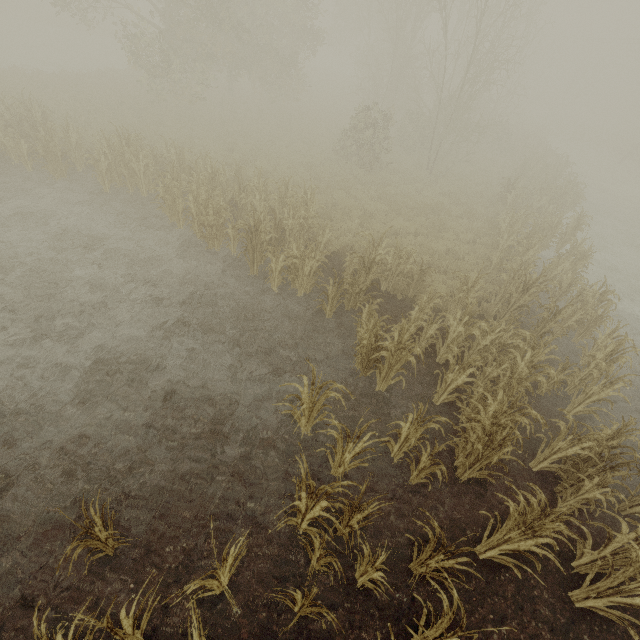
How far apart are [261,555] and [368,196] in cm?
1432

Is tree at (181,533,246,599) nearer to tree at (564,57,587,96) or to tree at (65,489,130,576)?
tree at (65,489,130,576)

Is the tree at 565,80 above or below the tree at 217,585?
above

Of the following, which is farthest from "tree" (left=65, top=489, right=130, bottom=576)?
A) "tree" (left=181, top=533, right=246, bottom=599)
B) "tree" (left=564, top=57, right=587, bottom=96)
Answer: "tree" (left=564, top=57, right=587, bottom=96)

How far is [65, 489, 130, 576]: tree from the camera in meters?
3.5

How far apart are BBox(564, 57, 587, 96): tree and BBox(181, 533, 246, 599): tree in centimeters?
6789cm

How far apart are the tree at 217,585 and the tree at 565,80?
67.9 meters

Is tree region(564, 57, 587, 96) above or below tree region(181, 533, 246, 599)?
above
